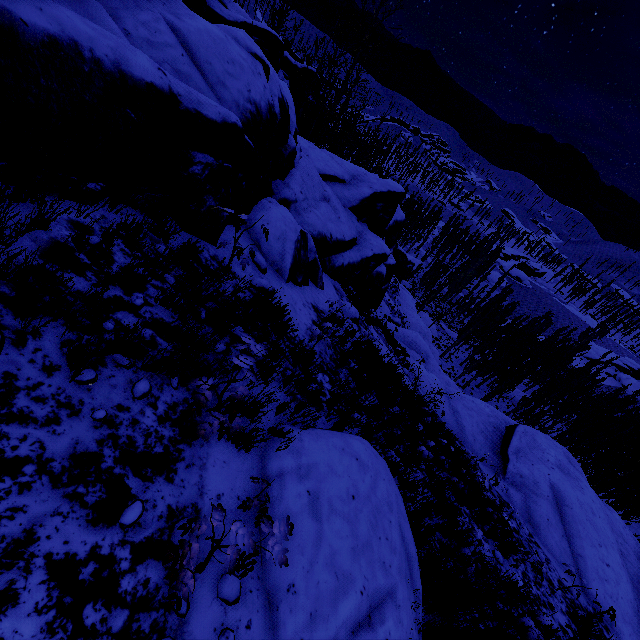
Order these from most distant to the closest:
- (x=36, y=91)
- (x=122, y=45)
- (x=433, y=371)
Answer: (x=433, y=371) → (x=122, y=45) → (x=36, y=91)

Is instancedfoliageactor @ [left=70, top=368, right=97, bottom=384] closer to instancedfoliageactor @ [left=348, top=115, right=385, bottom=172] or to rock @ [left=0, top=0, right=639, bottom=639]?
rock @ [left=0, top=0, right=639, bottom=639]

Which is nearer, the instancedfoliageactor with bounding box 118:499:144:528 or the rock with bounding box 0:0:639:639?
the instancedfoliageactor with bounding box 118:499:144:528

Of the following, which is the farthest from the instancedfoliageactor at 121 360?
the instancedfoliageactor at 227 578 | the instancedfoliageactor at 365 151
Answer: the instancedfoliageactor at 365 151

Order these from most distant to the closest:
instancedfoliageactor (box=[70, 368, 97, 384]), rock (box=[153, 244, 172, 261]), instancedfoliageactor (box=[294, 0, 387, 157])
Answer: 1. instancedfoliageactor (box=[294, 0, 387, 157])
2. rock (box=[153, 244, 172, 261])
3. instancedfoliageactor (box=[70, 368, 97, 384])

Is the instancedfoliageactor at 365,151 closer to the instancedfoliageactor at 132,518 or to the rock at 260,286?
the rock at 260,286

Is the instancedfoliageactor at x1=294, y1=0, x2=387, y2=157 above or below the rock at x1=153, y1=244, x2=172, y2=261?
below

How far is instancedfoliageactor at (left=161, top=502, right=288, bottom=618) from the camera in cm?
185
